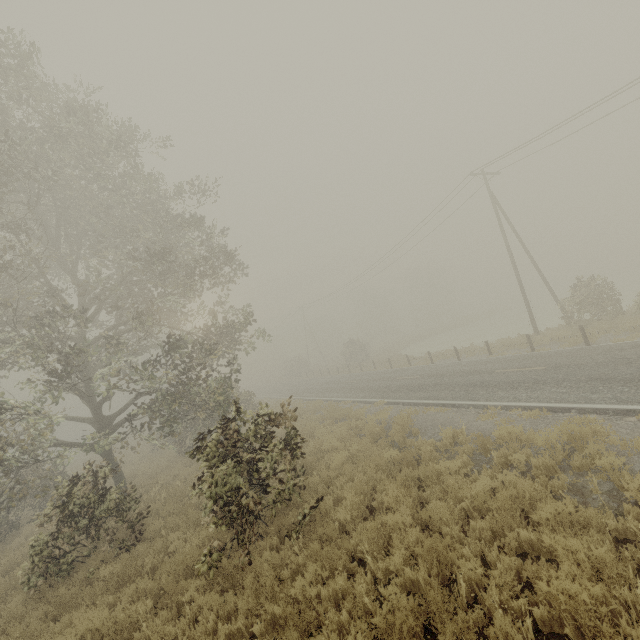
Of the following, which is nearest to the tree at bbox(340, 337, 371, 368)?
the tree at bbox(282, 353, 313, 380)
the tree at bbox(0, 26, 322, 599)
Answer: the tree at bbox(282, 353, 313, 380)

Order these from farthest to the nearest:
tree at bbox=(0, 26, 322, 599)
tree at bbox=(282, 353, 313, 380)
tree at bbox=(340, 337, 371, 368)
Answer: tree at bbox=(282, 353, 313, 380) < tree at bbox=(340, 337, 371, 368) < tree at bbox=(0, 26, 322, 599)

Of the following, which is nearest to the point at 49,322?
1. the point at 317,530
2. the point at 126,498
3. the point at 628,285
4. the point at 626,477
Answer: the point at 126,498

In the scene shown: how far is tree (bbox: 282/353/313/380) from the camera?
54.2 meters

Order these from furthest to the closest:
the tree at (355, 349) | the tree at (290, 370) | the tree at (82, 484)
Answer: the tree at (290, 370), the tree at (355, 349), the tree at (82, 484)

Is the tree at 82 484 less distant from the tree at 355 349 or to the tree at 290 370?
the tree at 355 349
